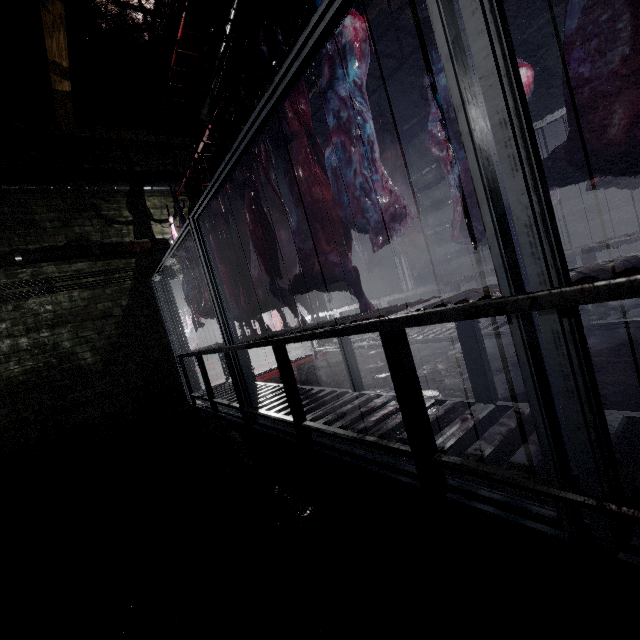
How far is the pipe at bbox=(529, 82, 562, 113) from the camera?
5.0m

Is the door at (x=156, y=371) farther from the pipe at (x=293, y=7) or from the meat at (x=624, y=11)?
the meat at (x=624, y=11)

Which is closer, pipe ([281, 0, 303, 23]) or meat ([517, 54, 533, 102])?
meat ([517, 54, 533, 102])

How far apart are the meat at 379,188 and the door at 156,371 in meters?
3.5 m

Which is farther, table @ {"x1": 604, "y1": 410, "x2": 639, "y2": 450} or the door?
the door

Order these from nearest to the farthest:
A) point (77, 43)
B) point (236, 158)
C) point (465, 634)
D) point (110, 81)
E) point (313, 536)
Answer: point (465, 634) → point (313, 536) → point (236, 158) → point (77, 43) → point (110, 81)

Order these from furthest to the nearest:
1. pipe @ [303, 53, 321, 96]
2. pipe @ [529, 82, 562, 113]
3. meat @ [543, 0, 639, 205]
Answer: pipe @ [529, 82, 562, 113] < pipe @ [303, 53, 321, 96] < meat @ [543, 0, 639, 205]
